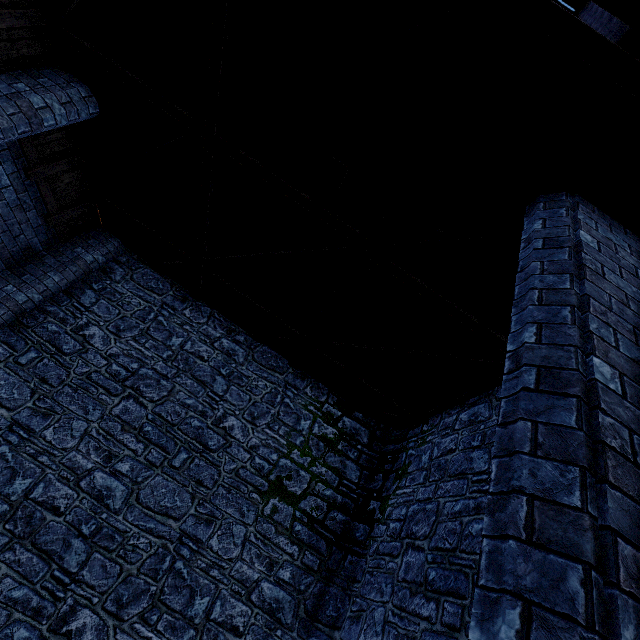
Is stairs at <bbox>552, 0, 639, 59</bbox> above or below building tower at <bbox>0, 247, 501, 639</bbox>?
above

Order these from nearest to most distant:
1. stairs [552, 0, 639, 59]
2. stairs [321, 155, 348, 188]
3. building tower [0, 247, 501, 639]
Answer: stairs [552, 0, 639, 59] → stairs [321, 155, 348, 188] → building tower [0, 247, 501, 639]

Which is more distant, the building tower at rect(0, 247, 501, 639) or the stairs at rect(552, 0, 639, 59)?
the building tower at rect(0, 247, 501, 639)

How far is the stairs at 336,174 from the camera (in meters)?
4.11

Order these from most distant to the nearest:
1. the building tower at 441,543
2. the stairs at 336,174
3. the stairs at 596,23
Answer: the building tower at 441,543, the stairs at 336,174, the stairs at 596,23

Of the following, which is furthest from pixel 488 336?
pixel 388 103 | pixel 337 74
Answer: pixel 337 74

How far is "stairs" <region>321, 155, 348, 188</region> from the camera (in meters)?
4.11
